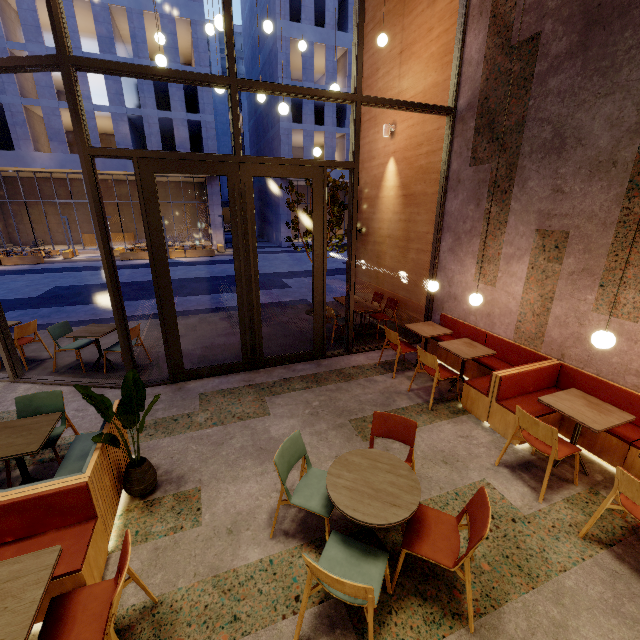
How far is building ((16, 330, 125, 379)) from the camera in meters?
5.9 m

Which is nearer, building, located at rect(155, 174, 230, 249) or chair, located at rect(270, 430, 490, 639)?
chair, located at rect(270, 430, 490, 639)

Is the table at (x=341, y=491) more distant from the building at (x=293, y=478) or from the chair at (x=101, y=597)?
the chair at (x=101, y=597)

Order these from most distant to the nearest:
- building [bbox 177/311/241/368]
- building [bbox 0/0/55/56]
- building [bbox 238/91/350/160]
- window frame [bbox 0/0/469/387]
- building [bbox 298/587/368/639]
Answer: building [bbox 238/91/350/160], building [bbox 0/0/55/56], building [bbox 177/311/241/368], window frame [bbox 0/0/469/387], building [bbox 298/587/368/639]

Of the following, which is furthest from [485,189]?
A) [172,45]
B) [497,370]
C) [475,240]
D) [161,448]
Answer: [172,45]

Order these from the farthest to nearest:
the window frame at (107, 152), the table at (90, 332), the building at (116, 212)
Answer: the building at (116, 212)
the table at (90, 332)
the window frame at (107, 152)

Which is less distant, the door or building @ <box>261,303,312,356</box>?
the door

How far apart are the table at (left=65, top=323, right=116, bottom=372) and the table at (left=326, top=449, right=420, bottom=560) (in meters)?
5.01
